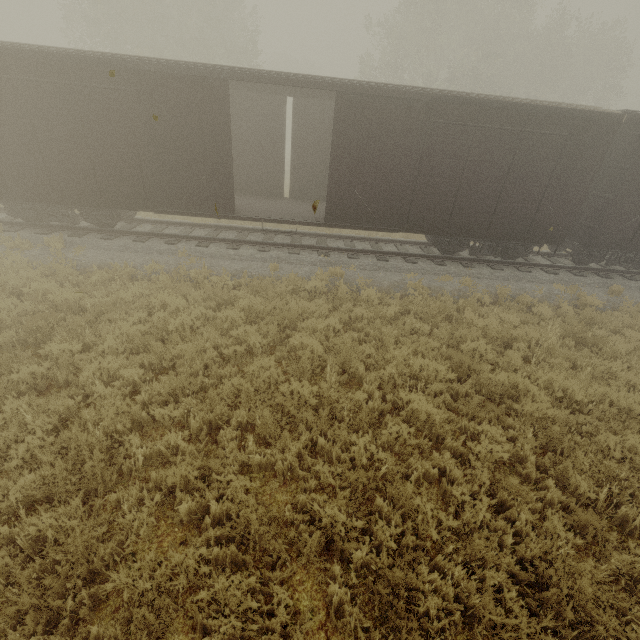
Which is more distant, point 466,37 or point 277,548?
point 466,37

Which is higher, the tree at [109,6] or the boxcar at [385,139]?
the tree at [109,6]

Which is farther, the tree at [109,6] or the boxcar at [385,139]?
the tree at [109,6]

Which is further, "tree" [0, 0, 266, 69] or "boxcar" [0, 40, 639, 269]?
"tree" [0, 0, 266, 69]

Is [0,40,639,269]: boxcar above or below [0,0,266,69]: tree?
below
